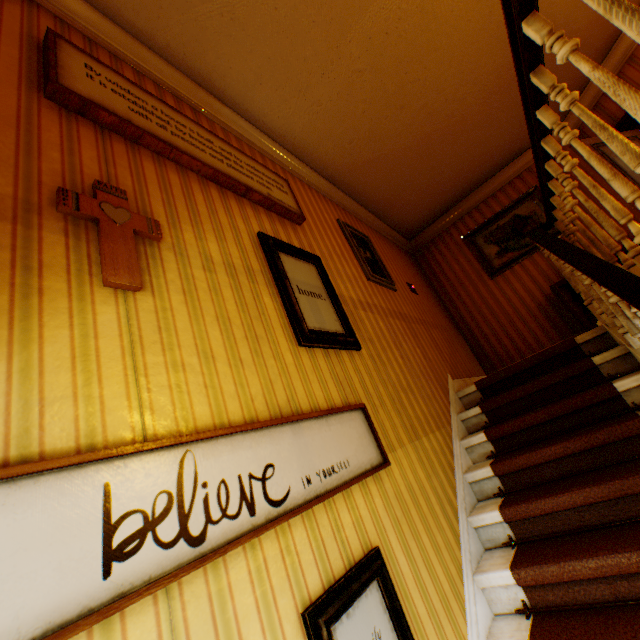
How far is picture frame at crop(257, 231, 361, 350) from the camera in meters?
2.2 m

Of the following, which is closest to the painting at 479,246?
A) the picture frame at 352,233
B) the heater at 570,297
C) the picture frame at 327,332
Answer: the heater at 570,297

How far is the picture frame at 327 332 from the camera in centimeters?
222cm

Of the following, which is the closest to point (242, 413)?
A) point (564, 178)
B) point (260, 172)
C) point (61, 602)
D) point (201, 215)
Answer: point (61, 602)

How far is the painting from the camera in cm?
545

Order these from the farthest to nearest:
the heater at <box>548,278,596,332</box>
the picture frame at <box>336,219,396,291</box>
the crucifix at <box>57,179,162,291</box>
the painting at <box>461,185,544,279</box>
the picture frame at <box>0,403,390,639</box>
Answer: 1. the painting at <box>461,185,544,279</box>
2. the heater at <box>548,278,596,332</box>
3. the picture frame at <box>336,219,396,291</box>
4. the crucifix at <box>57,179,162,291</box>
5. the picture frame at <box>0,403,390,639</box>

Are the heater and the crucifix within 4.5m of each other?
no

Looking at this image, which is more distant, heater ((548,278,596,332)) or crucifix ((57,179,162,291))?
heater ((548,278,596,332))
